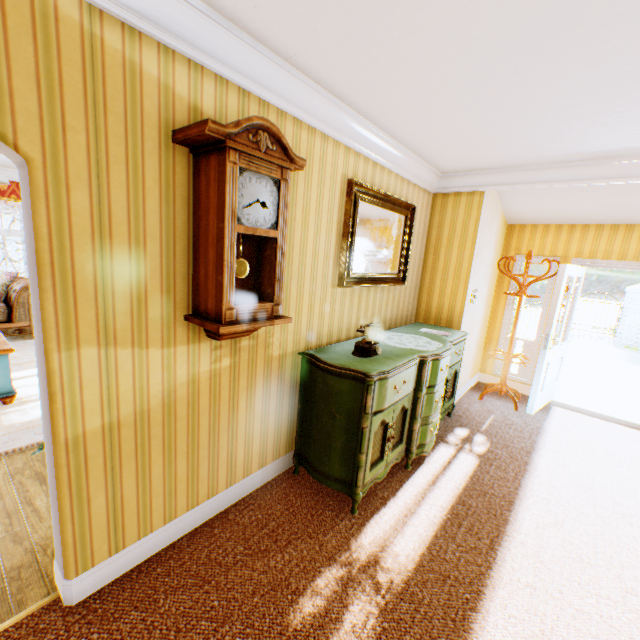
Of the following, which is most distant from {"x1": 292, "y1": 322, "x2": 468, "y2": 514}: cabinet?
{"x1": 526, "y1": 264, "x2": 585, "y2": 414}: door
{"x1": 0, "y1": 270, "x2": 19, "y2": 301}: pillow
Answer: {"x1": 0, "y1": 270, "x2": 19, "y2": 301}: pillow

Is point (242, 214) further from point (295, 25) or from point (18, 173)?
point (18, 173)

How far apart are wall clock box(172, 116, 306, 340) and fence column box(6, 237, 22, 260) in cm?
1510

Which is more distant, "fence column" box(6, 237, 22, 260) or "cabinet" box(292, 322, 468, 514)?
"fence column" box(6, 237, 22, 260)

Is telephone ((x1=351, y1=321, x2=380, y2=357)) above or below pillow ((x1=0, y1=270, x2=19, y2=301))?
above

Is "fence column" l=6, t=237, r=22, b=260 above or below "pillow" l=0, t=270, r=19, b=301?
above

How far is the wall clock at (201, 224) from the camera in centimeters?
168cm

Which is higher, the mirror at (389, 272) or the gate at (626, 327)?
the mirror at (389, 272)
